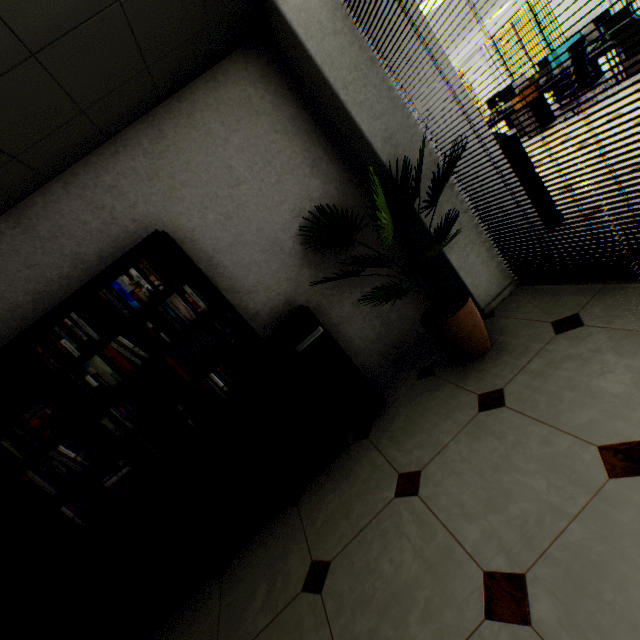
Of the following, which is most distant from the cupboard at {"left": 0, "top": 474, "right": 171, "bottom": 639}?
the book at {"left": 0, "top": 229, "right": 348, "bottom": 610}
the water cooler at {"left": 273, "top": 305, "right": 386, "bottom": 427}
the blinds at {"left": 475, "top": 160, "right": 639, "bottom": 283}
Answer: the blinds at {"left": 475, "top": 160, "right": 639, "bottom": 283}

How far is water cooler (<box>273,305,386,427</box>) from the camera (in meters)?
2.54

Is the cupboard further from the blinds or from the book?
the blinds

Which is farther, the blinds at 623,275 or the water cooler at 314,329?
the water cooler at 314,329

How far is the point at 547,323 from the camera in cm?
228

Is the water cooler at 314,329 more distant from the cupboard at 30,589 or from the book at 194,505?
the cupboard at 30,589

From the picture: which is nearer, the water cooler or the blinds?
the blinds

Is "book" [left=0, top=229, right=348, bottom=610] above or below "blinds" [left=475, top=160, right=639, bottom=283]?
above
